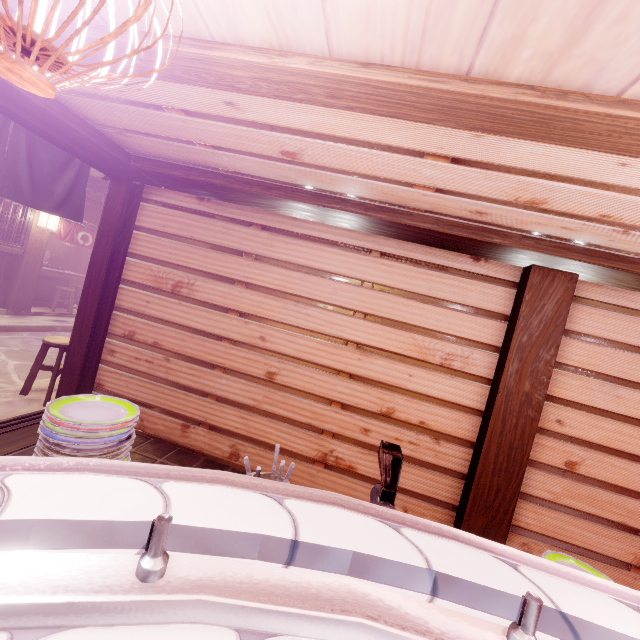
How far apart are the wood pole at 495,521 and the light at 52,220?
17.8 meters

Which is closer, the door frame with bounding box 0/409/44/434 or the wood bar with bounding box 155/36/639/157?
the wood bar with bounding box 155/36/639/157

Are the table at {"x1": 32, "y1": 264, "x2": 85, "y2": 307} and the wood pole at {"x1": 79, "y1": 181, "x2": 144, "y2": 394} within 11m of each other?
no

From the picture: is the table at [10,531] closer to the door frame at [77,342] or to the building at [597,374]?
the building at [597,374]

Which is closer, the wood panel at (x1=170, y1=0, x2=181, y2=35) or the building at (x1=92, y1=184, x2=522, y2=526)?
the wood panel at (x1=170, y1=0, x2=181, y2=35)

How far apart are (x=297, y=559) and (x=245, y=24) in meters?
3.2

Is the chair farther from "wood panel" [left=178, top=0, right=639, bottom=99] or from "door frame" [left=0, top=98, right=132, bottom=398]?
"wood panel" [left=178, top=0, right=639, bottom=99]

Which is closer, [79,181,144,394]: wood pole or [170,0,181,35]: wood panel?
[170,0,181,35]: wood panel
